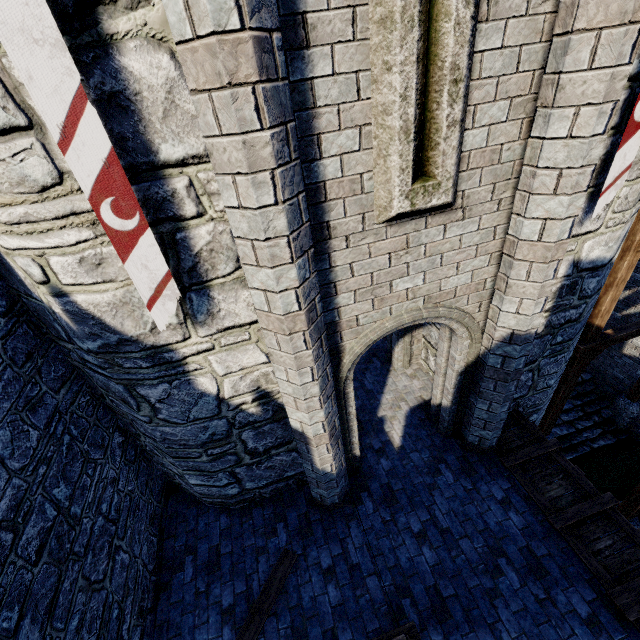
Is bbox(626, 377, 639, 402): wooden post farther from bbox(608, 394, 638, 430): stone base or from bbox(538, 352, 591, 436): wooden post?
bbox(538, 352, 591, 436): wooden post

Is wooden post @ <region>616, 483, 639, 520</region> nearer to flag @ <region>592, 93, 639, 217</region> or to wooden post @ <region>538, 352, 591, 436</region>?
wooden post @ <region>538, 352, 591, 436</region>

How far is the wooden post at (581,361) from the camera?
8.48m

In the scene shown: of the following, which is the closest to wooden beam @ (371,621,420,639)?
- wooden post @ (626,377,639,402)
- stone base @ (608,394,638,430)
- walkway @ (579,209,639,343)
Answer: walkway @ (579,209,639,343)

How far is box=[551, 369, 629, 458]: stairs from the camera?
11.4 meters

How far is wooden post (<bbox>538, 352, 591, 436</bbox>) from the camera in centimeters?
848cm

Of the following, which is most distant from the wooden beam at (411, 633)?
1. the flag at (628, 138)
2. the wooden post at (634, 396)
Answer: the wooden post at (634, 396)

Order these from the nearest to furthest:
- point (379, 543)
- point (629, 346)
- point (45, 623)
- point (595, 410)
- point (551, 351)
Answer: point (45, 623), point (379, 543), point (551, 351), point (629, 346), point (595, 410)
